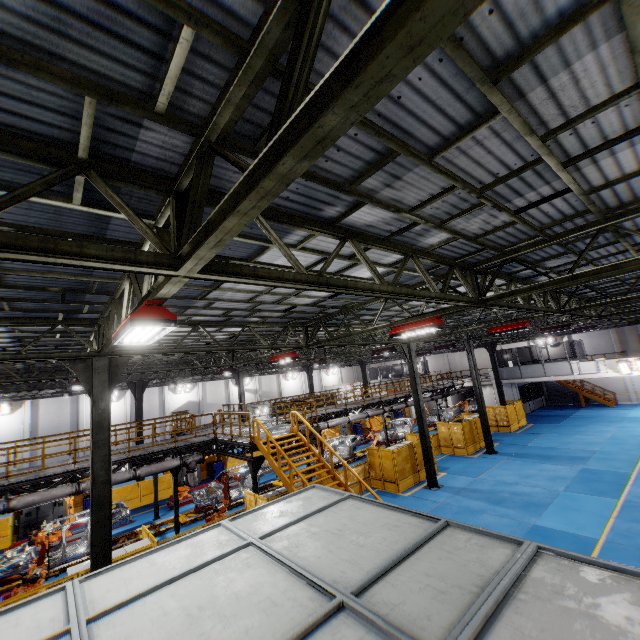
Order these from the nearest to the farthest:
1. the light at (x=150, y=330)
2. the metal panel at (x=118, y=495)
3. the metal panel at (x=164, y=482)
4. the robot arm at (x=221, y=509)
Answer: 1. the light at (x=150, y=330)
2. the robot arm at (x=221, y=509)
3. the metal panel at (x=118, y=495)
4. the metal panel at (x=164, y=482)

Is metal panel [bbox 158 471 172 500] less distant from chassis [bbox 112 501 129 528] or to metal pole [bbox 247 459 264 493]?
metal pole [bbox 247 459 264 493]

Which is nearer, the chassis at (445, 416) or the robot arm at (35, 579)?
the robot arm at (35, 579)

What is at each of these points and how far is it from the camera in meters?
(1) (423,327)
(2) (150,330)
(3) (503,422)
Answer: (1) light, 9.4
(2) light, 4.9
(3) metal panel, 28.2

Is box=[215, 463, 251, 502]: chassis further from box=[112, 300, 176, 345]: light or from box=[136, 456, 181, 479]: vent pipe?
box=[112, 300, 176, 345]: light

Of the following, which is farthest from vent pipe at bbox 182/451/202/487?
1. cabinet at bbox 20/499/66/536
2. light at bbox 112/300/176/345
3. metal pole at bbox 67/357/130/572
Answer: light at bbox 112/300/176/345

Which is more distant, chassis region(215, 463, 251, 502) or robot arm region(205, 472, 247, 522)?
chassis region(215, 463, 251, 502)

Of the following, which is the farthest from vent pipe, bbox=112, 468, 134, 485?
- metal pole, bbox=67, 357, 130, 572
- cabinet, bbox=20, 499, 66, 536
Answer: cabinet, bbox=20, 499, 66, 536
